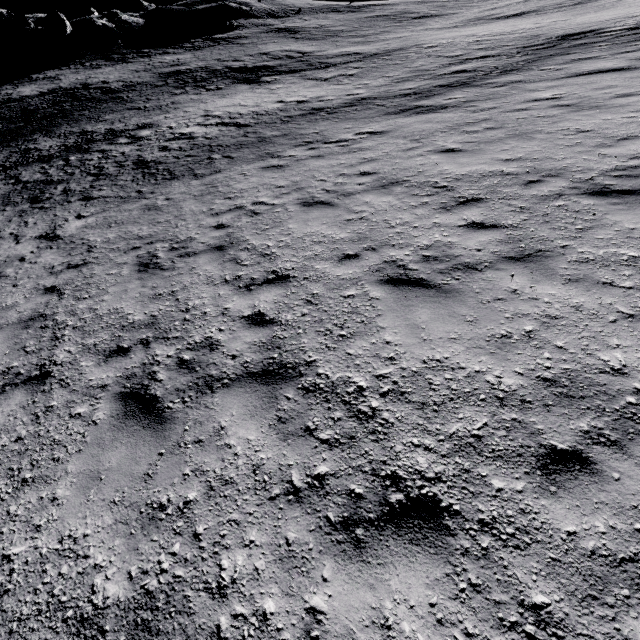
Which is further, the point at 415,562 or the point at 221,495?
the point at 221,495
